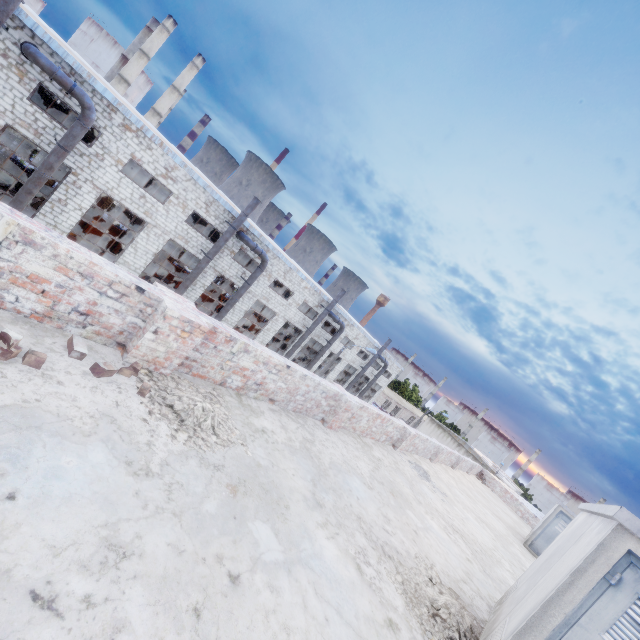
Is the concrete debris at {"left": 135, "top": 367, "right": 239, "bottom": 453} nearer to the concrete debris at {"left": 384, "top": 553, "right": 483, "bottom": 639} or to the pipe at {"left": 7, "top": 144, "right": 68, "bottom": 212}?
the concrete debris at {"left": 384, "top": 553, "right": 483, "bottom": 639}

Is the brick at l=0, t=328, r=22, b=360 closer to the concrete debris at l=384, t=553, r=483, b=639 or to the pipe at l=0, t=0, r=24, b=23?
the concrete debris at l=384, t=553, r=483, b=639

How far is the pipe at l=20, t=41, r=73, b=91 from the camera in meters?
14.0

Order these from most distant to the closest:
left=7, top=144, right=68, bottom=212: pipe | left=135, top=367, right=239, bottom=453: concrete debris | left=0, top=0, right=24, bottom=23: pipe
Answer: left=7, top=144, right=68, bottom=212: pipe
left=0, top=0, right=24, bottom=23: pipe
left=135, top=367, right=239, bottom=453: concrete debris

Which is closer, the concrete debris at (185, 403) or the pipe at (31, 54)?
the concrete debris at (185, 403)

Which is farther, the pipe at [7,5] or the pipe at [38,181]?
the pipe at [38,181]

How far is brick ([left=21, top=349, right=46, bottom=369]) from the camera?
2.6m

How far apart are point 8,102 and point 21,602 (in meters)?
22.11
